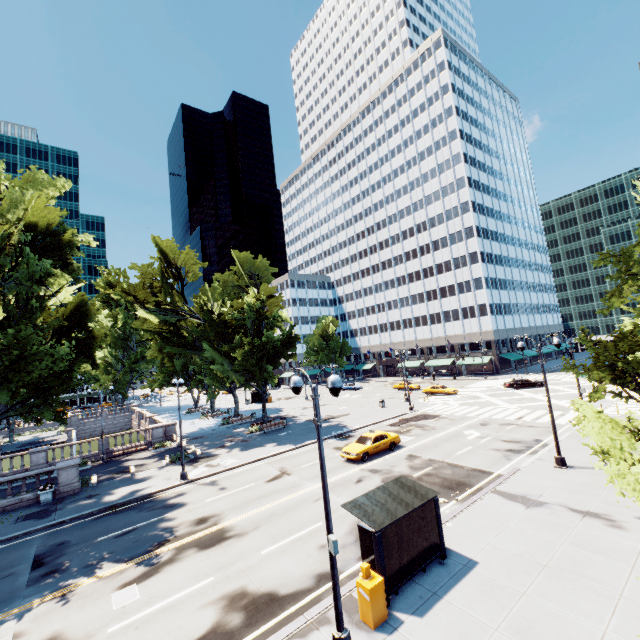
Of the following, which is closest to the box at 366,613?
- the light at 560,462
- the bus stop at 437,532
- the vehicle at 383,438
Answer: the bus stop at 437,532

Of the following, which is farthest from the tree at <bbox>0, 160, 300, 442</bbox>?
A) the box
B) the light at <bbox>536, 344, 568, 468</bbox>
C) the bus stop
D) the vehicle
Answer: the vehicle

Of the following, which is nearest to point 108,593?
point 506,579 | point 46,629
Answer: point 46,629

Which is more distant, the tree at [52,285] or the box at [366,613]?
the tree at [52,285]

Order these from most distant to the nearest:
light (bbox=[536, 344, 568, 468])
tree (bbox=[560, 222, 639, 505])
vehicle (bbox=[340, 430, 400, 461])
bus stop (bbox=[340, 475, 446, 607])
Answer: vehicle (bbox=[340, 430, 400, 461]), light (bbox=[536, 344, 568, 468]), tree (bbox=[560, 222, 639, 505]), bus stop (bbox=[340, 475, 446, 607])

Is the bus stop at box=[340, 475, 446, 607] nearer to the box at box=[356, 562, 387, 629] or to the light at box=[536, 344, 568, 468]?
the box at box=[356, 562, 387, 629]

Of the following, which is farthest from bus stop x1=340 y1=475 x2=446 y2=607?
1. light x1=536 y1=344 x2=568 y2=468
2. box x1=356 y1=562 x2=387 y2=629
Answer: light x1=536 y1=344 x2=568 y2=468
